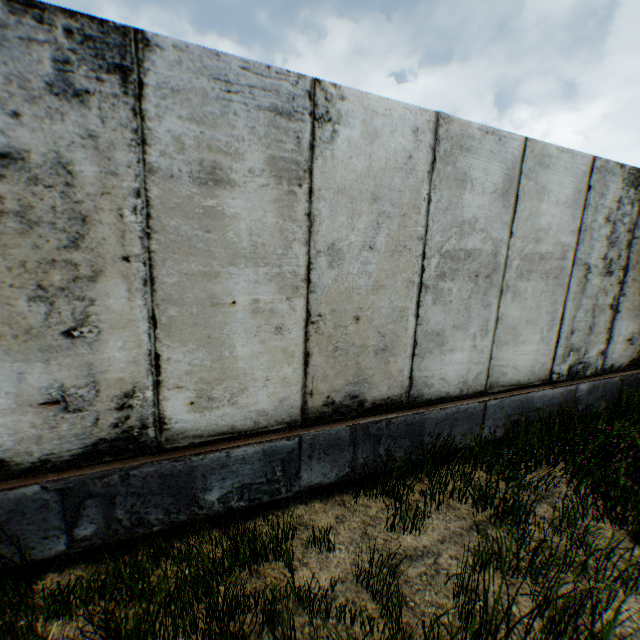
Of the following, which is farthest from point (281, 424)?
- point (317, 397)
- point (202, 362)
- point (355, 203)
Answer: point (355, 203)
